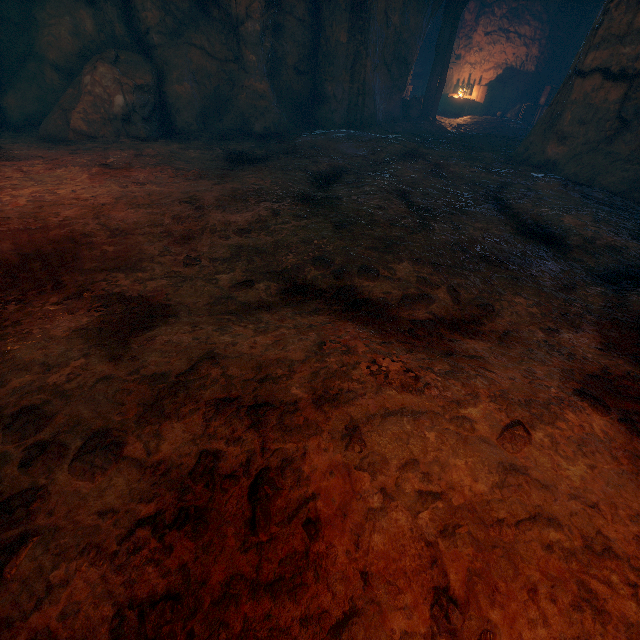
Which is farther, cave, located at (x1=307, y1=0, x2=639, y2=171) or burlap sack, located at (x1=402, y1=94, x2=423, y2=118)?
burlap sack, located at (x1=402, y1=94, x2=423, y2=118)

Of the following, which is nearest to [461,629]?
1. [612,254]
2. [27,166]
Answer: [612,254]

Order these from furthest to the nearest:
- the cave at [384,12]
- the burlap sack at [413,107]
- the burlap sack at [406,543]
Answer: the burlap sack at [413,107] < the cave at [384,12] < the burlap sack at [406,543]

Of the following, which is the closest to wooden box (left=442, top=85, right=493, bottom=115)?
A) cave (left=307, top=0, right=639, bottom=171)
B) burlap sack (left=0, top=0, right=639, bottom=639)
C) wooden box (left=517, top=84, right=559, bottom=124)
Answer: cave (left=307, top=0, right=639, bottom=171)

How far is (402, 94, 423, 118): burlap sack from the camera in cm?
1164

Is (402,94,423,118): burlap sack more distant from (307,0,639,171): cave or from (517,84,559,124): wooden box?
(517,84,559,124): wooden box

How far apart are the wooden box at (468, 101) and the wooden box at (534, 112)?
1.6 meters

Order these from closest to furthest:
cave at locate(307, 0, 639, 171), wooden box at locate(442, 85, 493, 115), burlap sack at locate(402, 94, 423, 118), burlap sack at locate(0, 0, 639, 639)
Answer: burlap sack at locate(0, 0, 639, 639) < cave at locate(307, 0, 639, 171) < burlap sack at locate(402, 94, 423, 118) < wooden box at locate(442, 85, 493, 115)
